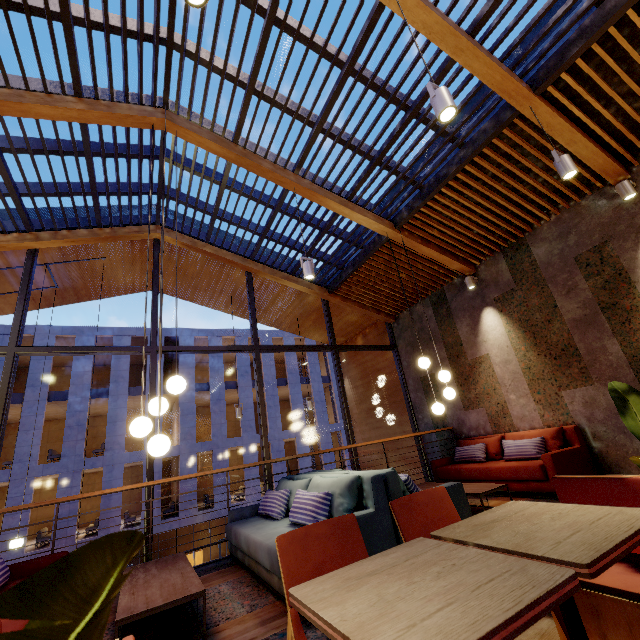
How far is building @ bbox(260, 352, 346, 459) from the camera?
23.86m

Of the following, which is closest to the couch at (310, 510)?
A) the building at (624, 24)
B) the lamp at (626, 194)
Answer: the building at (624, 24)

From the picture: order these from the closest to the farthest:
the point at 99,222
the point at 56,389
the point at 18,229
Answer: the point at 18,229, the point at 99,222, the point at 56,389

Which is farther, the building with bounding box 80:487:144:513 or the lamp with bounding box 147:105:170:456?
the building with bounding box 80:487:144:513

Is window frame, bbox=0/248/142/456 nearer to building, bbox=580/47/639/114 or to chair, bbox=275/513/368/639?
building, bbox=580/47/639/114

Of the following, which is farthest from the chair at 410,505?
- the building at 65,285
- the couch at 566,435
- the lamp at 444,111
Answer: the building at 65,285

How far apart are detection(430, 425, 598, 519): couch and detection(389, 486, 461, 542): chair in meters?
3.5

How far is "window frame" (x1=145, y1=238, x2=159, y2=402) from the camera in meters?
5.8
